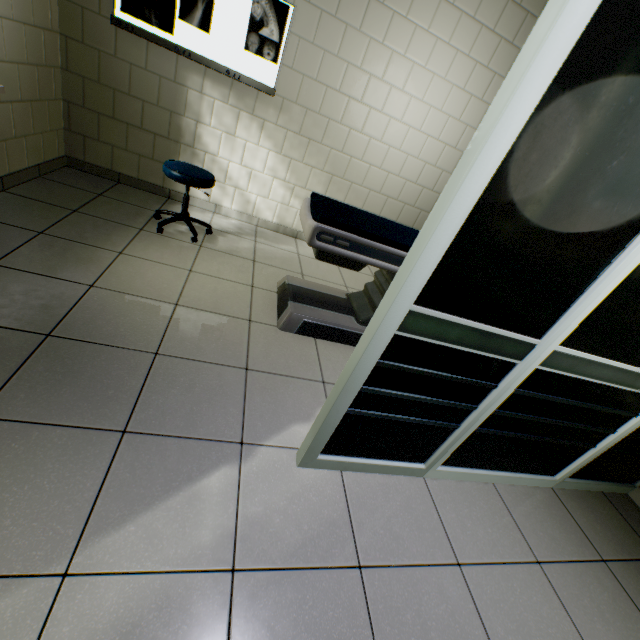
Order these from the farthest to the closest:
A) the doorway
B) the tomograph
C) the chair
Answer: the chair
the tomograph
the doorway

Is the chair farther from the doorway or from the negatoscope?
the doorway

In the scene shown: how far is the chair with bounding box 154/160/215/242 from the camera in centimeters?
266cm

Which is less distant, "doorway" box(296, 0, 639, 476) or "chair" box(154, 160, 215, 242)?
"doorway" box(296, 0, 639, 476)

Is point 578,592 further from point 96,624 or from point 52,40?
point 52,40

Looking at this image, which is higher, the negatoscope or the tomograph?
the negatoscope

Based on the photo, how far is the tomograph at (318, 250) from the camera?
2.10m

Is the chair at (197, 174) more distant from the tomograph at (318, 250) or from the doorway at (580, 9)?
the doorway at (580, 9)
